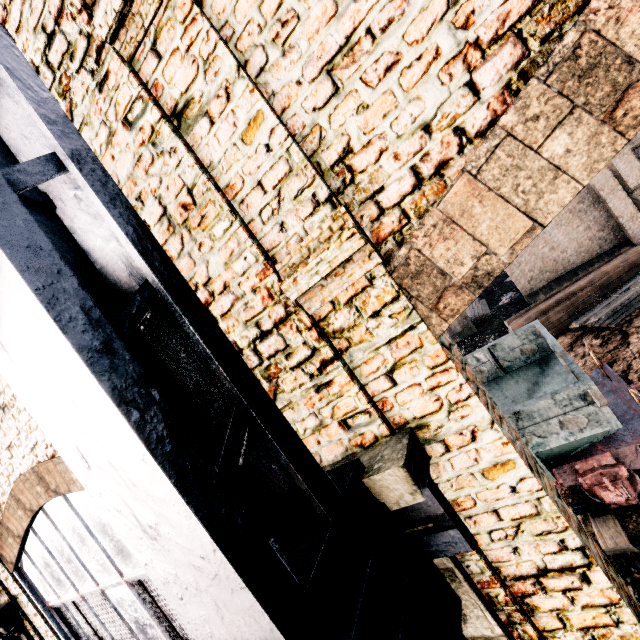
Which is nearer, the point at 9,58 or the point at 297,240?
the point at 9,58

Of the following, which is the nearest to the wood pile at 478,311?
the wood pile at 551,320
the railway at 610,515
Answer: the wood pile at 551,320

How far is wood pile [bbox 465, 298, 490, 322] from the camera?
29.81m

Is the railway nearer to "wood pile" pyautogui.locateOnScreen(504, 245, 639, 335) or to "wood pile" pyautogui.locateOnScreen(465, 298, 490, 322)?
"wood pile" pyautogui.locateOnScreen(504, 245, 639, 335)

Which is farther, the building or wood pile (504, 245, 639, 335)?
wood pile (504, 245, 639, 335)

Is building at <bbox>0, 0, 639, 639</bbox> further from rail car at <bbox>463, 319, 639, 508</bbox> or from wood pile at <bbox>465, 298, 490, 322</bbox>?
rail car at <bbox>463, 319, 639, 508</bbox>

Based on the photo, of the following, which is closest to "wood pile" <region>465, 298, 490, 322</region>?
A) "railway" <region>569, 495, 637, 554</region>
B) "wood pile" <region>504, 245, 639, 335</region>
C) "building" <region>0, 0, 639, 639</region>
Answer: "building" <region>0, 0, 639, 639</region>

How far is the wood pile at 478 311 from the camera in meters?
29.8
